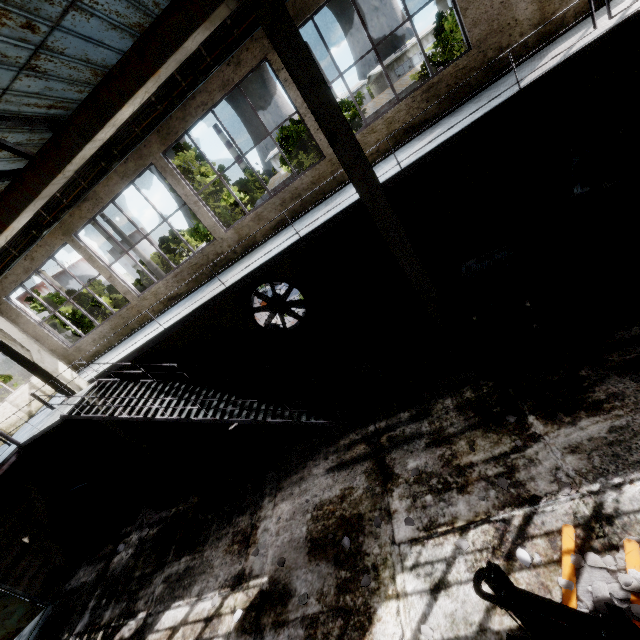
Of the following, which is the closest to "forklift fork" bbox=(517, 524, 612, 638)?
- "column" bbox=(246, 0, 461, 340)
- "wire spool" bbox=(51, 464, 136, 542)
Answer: "column" bbox=(246, 0, 461, 340)

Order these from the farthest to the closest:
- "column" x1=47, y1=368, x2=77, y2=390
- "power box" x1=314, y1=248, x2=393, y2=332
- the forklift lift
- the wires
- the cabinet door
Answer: "power box" x1=314, y1=248, x2=393, y2=332
"column" x1=47, y1=368, x2=77, y2=390
the cabinet door
the wires
the forklift lift

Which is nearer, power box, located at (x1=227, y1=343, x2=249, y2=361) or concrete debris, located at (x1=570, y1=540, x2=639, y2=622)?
concrete debris, located at (x1=570, y1=540, x2=639, y2=622)

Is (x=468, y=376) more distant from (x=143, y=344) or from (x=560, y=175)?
(x=143, y=344)

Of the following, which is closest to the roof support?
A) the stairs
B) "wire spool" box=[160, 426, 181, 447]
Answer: the stairs

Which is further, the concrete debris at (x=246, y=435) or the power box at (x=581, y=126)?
the concrete debris at (x=246, y=435)

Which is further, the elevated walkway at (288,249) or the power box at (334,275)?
the power box at (334,275)

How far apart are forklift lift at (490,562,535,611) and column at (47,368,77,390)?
10.6 meters
